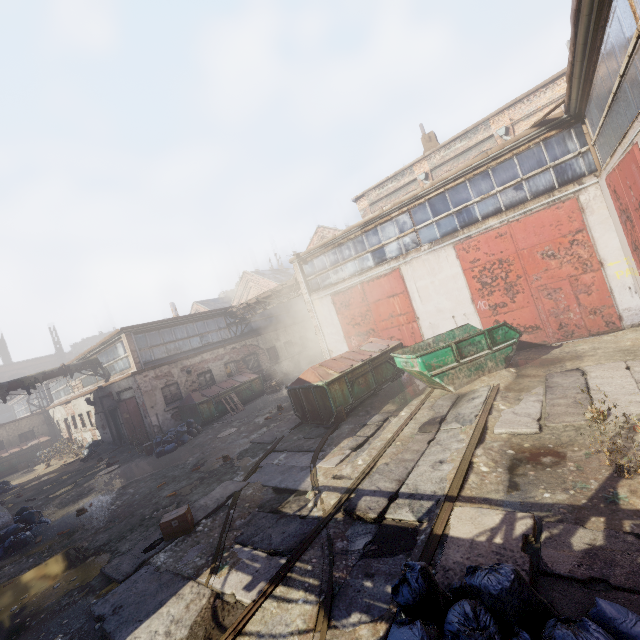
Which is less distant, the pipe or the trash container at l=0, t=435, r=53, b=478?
the pipe

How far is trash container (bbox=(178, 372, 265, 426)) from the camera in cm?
1659

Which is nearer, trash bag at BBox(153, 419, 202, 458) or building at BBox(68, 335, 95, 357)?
trash bag at BBox(153, 419, 202, 458)

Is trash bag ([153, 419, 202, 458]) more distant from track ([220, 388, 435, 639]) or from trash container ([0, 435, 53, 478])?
trash container ([0, 435, 53, 478])

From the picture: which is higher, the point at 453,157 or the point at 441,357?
the point at 453,157

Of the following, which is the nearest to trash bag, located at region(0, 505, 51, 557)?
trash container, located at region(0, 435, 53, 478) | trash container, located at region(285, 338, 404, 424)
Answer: trash container, located at region(285, 338, 404, 424)

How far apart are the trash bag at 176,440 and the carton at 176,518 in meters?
7.9 m

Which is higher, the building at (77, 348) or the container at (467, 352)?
the building at (77, 348)
